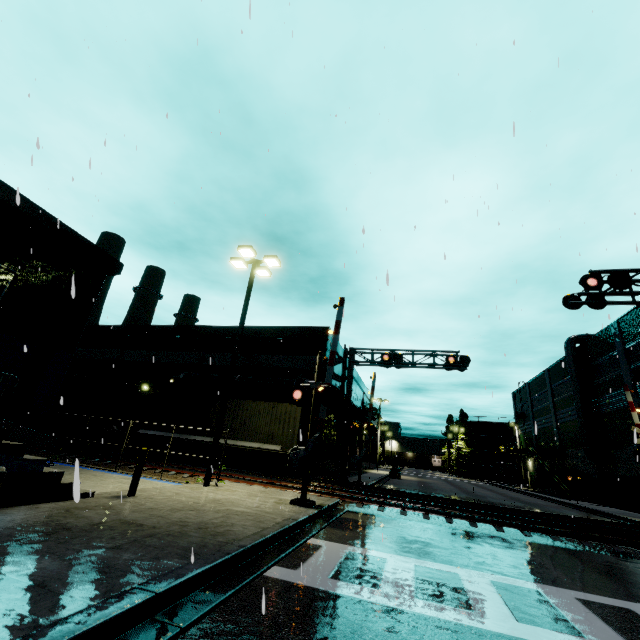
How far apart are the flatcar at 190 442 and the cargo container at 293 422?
0.0m

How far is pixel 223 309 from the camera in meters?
9.1 m

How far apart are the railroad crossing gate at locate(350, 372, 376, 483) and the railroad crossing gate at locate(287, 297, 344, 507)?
10.7m

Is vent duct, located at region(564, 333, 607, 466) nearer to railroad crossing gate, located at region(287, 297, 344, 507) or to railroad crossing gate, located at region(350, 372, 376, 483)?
railroad crossing gate, located at region(350, 372, 376, 483)

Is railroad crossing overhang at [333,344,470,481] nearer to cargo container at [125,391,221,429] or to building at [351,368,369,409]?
cargo container at [125,391,221,429]

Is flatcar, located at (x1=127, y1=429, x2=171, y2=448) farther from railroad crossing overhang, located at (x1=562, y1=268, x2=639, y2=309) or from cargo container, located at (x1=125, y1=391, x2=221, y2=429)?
railroad crossing overhang, located at (x1=562, y1=268, x2=639, y2=309)

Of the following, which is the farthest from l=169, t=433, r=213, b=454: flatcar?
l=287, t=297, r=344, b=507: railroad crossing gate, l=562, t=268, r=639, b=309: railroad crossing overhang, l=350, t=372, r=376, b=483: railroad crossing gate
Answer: l=562, t=268, r=639, b=309: railroad crossing overhang

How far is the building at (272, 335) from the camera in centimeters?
2525cm
